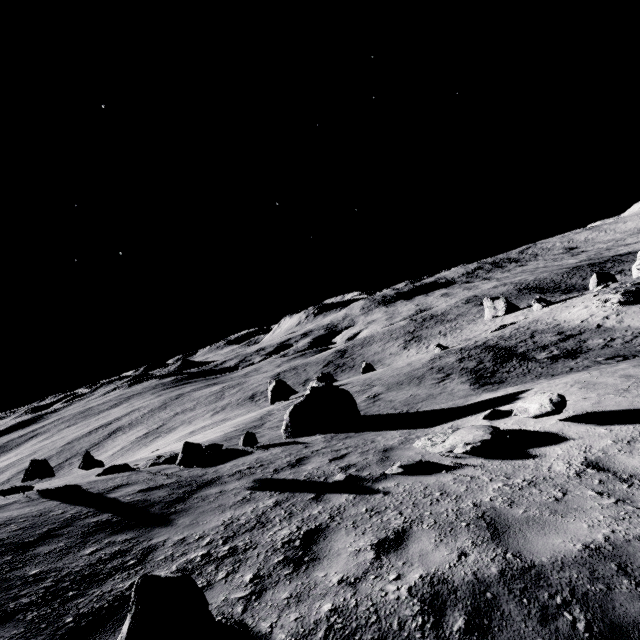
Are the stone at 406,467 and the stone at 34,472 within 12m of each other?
yes

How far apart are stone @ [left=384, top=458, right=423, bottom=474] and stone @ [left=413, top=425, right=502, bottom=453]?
0.7m

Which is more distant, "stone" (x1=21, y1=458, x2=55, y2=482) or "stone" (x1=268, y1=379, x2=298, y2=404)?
"stone" (x1=268, y1=379, x2=298, y2=404)

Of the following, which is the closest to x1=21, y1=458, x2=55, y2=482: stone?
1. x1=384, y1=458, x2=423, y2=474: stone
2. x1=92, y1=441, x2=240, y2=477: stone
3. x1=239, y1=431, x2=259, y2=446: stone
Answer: x1=92, y1=441, x2=240, y2=477: stone

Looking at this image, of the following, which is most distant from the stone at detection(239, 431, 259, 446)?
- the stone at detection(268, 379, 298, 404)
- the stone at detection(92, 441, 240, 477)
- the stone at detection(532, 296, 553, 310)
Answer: the stone at detection(532, 296, 553, 310)

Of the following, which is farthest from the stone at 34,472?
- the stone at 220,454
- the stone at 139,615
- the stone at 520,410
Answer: the stone at 520,410

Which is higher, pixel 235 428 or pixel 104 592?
pixel 104 592

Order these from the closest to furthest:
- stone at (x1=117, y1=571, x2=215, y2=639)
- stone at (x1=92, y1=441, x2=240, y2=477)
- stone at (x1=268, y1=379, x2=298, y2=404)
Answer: stone at (x1=117, y1=571, x2=215, y2=639), stone at (x1=92, y1=441, x2=240, y2=477), stone at (x1=268, y1=379, x2=298, y2=404)
